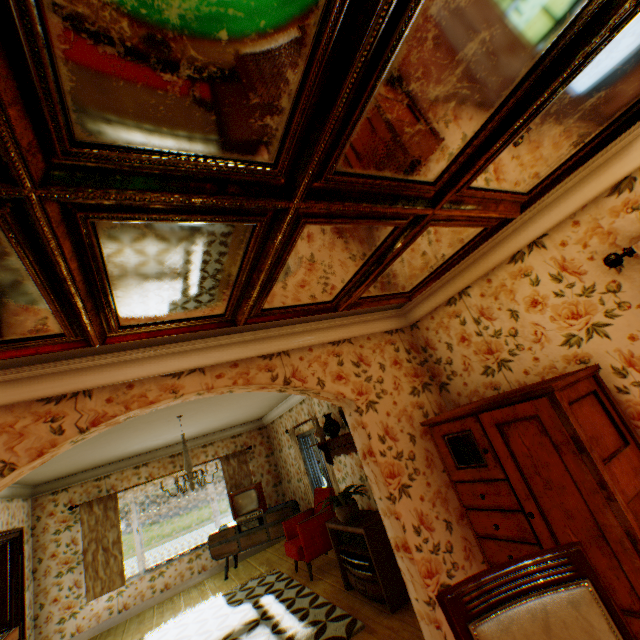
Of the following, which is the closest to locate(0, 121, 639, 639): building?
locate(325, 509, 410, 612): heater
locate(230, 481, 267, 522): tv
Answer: locate(325, 509, 410, 612): heater

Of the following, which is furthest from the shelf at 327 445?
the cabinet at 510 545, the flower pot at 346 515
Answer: the cabinet at 510 545

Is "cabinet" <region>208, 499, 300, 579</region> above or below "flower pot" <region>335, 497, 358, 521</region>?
below

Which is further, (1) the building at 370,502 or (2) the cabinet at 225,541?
(2) the cabinet at 225,541

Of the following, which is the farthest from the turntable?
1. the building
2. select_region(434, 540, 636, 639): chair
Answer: select_region(434, 540, 636, 639): chair

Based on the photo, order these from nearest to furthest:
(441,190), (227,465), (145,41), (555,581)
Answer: (145,41)
(555,581)
(441,190)
(227,465)

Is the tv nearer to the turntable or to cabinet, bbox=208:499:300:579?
cabinet, bbox=208:499:300:579

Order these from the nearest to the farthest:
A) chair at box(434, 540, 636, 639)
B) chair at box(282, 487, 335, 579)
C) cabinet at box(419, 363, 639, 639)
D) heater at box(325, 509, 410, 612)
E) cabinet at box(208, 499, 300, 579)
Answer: chair at box(434, 540, 636, 639) → cabinet at box(419, 363, 639, 639) → heater at box(325, 509, 410, 612) → chair at box(282, 487, 335, 579) → cabinet at box(208, 499, 300, 579)
